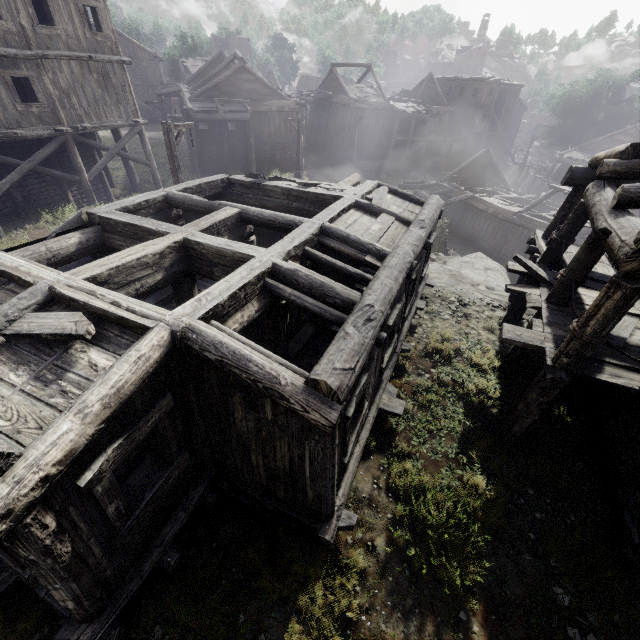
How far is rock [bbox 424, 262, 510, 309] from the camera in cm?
1242

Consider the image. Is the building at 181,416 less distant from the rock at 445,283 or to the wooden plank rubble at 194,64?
the rock at 445,283

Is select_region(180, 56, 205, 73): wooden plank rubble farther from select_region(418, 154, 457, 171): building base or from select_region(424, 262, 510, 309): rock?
select_region(424, 262, 510, 309): rock

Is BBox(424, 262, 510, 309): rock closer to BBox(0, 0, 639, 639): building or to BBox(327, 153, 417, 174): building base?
BBox(0, 0, 639, 639): building

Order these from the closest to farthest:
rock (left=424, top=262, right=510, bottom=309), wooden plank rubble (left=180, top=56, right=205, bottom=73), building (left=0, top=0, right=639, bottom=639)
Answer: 1. building (left=0, top=0, right=639, bottom=639)
2. rock (left=424, top=262, right=510, bottom=309)
3. wooden plank rubble (left=180, top=56, right=205, bottom=73)

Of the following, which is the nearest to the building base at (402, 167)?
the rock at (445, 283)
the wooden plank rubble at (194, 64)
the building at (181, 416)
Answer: the rock at (445, 283)

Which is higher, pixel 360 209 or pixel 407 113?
pixel 407 113

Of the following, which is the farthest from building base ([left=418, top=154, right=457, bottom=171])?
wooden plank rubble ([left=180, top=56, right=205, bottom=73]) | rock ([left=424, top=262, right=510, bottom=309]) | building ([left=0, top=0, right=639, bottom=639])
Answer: building ([left=0, top=0, right=639, bottom=639])
